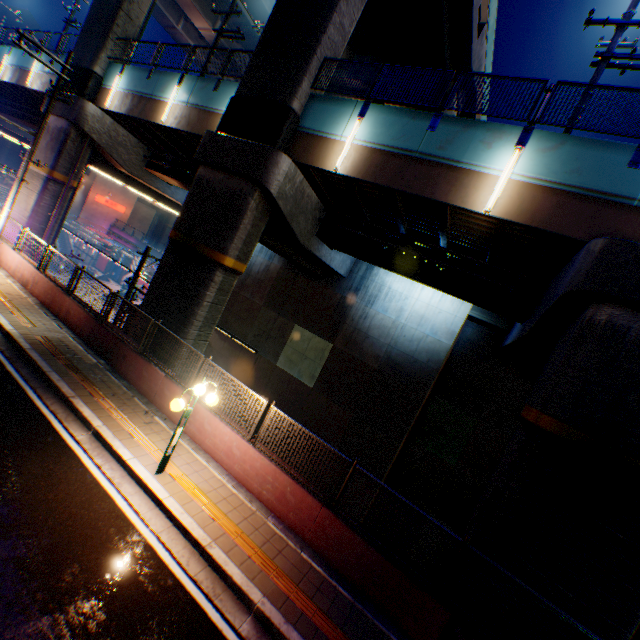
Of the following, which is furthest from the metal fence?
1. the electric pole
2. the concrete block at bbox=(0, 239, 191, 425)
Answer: the electric pole

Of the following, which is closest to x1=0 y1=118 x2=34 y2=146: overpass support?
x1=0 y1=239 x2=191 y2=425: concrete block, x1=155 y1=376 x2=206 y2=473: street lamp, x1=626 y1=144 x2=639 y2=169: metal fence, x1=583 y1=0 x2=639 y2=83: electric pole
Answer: x1=626 y1=144 x2=639 y2=169: metal fence

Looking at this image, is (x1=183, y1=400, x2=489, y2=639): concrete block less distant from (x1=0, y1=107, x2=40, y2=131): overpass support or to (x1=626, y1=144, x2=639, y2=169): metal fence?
(x1=626, y1=144, x2=639, y2=169): metal fence

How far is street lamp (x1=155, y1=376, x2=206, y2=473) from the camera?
6.8m

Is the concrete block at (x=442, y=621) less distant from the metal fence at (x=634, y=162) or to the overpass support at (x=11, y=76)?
the metal fence at (x=634, y=162)

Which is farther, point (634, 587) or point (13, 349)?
point (13, 349)

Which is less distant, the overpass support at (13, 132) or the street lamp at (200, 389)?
the street lamp at (200, 389)
